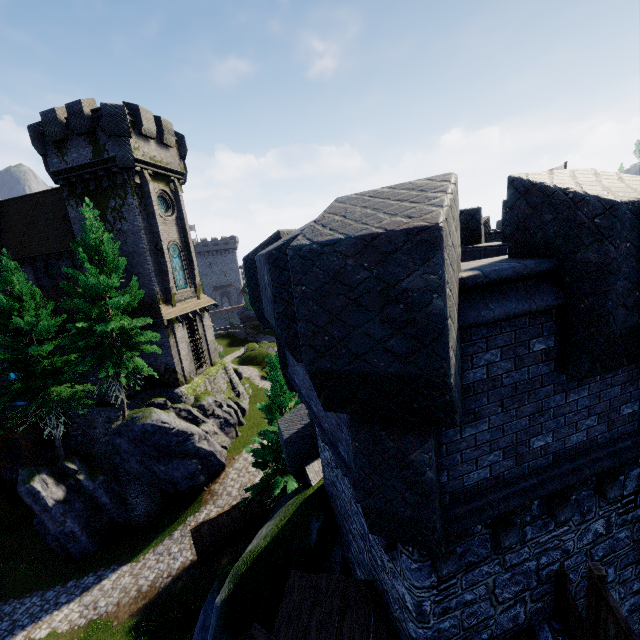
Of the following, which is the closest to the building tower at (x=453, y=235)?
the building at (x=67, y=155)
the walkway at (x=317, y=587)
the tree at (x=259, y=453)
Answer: the walkway at (x=317, y=587)

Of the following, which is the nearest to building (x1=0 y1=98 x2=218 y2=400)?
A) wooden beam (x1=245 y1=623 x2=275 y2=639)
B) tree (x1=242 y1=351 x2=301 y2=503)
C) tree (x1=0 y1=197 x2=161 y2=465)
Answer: tree (x1=0 y1=197 x2=161 y2=465)

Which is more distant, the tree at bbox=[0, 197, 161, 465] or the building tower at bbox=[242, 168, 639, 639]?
the tree at bbox=[0, 197, 161, 465]

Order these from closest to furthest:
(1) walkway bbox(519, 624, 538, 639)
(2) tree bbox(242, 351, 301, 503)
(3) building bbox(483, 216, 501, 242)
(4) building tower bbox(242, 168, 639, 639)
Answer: (4) building tower bbox(242, 168, 639, 639) < (1) walkway bbox(519, 624, 538, 639) < (2) tree bbox(242, 351, 301, 503) < (3) building bbox(483, 216, 501, 242)

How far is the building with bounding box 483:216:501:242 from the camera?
20.44m

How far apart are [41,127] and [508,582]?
33.0m

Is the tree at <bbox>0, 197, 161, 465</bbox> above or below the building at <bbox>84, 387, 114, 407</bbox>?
above

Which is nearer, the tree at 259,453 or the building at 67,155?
the tree at 259,453
